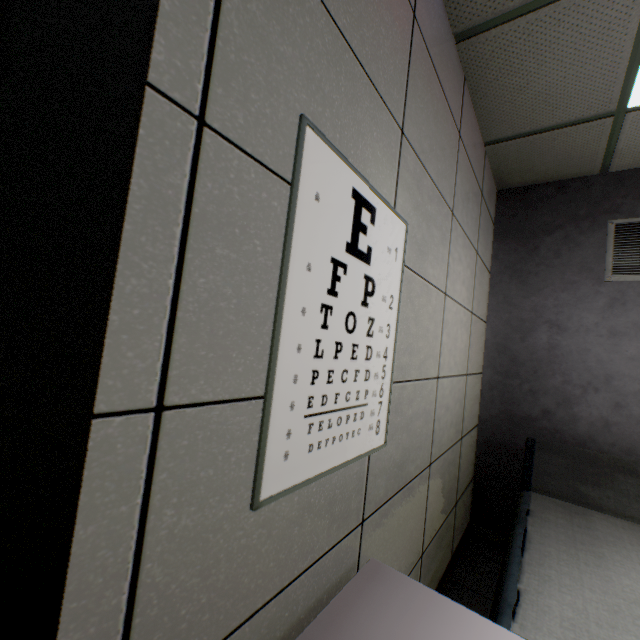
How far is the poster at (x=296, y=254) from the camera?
0.7 meters

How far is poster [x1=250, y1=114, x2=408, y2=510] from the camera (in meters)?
0.73

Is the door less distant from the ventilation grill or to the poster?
the poster

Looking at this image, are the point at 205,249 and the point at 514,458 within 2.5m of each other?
no

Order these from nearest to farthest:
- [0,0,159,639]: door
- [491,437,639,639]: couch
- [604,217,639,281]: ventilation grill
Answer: [0,0,159,639]: door → [491,437,639,639]: couch → [604,217,639,281]: ventilation grill

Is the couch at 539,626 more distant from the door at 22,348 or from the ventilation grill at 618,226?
the ventilation grill at 618,226

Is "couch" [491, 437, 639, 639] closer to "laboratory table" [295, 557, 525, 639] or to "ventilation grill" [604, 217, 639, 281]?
"laboratory table" [295, 557, 525, 639]

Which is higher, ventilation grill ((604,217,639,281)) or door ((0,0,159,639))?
ventilation grill ((604,217,639,281))
